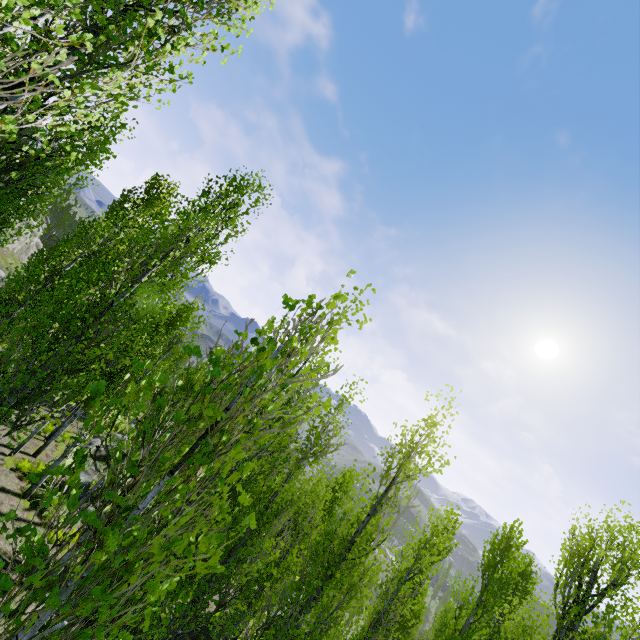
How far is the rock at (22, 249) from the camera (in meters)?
41.50

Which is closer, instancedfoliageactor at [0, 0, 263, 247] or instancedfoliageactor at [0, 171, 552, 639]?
instancedfoliageactor at [0, 171, 552, 639]

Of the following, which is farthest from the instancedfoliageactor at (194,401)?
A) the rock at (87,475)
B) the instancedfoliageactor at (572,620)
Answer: the instancedfoliageactor at (572,620)

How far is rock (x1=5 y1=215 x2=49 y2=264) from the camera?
41.50m

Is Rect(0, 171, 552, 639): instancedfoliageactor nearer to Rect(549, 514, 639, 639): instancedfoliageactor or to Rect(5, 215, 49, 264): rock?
Rect(5, 215, 49, 264): rock

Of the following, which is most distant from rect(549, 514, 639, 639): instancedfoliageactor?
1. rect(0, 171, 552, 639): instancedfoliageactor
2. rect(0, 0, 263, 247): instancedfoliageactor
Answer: rect(0, 0, 263, 247): instancedfoliageactor

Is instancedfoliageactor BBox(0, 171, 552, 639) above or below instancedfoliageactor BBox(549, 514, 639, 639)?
below

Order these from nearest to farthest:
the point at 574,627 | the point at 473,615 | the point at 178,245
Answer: the point at 178,245, the point at 574,627, the point at 473,615
